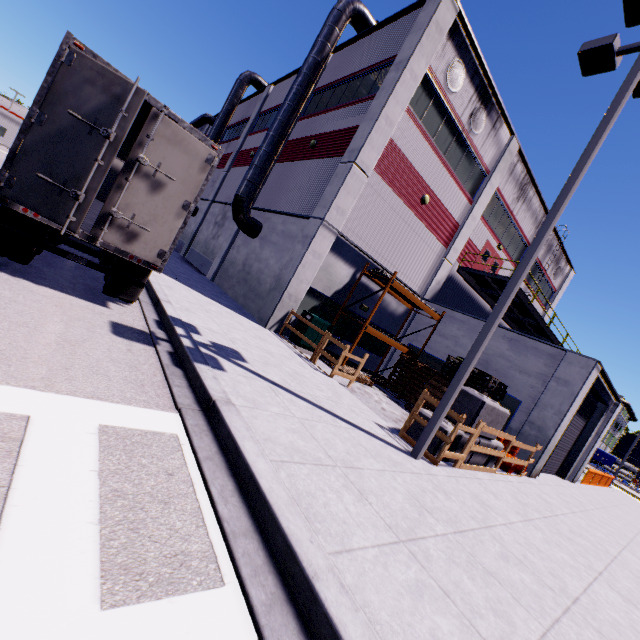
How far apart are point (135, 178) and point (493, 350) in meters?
14.5

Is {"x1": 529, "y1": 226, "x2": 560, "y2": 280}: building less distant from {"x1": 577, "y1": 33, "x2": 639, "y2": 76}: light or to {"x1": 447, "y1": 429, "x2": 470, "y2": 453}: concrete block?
{"x1": 447, "y1": 429, "x2": 470, "y2": 453}: concrete block

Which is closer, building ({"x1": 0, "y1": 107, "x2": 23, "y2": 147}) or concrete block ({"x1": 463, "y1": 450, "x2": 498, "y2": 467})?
concrete block ({"x1": 463, "y1": 450, "x2": 498, "y2": 467})

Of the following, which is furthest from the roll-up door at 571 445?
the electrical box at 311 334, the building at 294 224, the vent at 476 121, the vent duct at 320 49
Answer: the vent duct at 320 49

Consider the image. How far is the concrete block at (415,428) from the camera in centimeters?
782cm

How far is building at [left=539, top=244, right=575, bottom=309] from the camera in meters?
25.6 m

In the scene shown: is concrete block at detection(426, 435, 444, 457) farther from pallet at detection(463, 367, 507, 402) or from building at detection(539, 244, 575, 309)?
building at detection(539, 244, 575, 309)

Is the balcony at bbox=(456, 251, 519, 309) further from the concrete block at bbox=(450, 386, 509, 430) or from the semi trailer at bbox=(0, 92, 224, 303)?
the concrete block at bbox=(450, 386, 509, 430)
